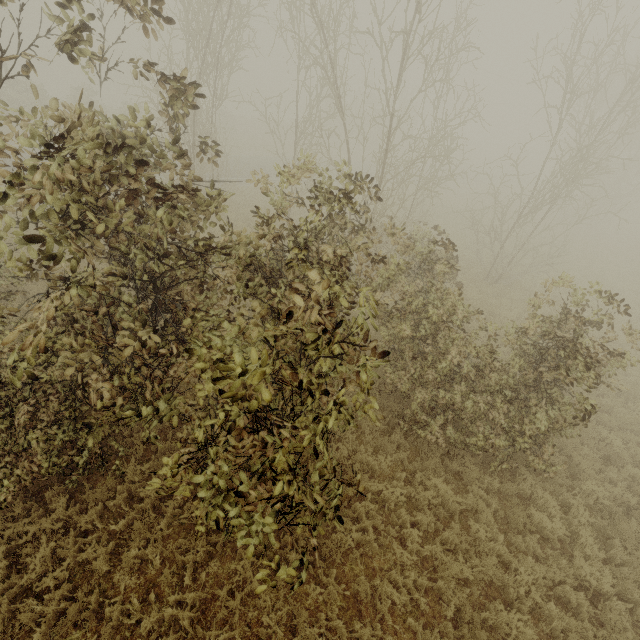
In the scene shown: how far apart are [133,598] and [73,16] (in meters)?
8.31
